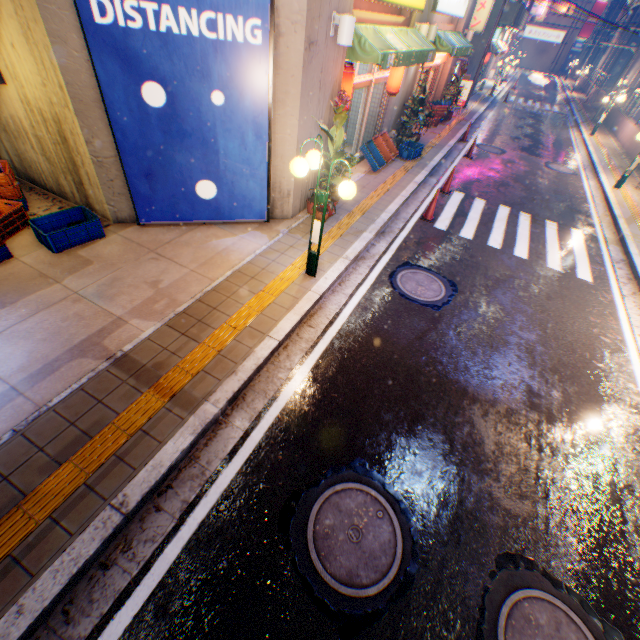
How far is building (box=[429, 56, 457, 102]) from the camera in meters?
15.8 m

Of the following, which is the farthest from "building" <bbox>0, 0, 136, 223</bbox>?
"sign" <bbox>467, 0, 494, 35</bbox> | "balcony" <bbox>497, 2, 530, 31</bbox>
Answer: "balcony" <bbox>497, 2, 530, 31</bbox>

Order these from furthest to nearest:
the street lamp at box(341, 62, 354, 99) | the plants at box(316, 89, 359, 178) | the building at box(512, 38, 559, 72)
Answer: the building at box(512, 38, 559, 72) → the street lamp at box(341, 62, 354, 99) → the plants at box(316, 89, 359, 178)

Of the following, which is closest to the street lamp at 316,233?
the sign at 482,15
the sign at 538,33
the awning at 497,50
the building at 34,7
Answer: the building at 34,7

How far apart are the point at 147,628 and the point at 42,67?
7.5 meters

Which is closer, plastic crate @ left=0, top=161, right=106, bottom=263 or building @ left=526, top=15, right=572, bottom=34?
plastic crate @ left=0, top=161, right=106, bottom=263

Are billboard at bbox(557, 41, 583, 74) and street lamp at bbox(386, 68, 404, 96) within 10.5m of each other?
no

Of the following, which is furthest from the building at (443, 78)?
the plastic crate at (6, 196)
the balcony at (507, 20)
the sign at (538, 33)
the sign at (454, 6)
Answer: the sign at (538, 33)
